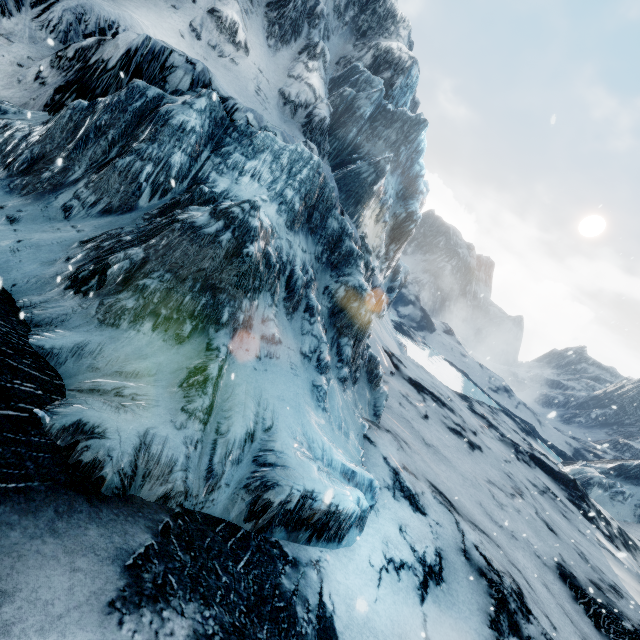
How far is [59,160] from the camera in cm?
634
